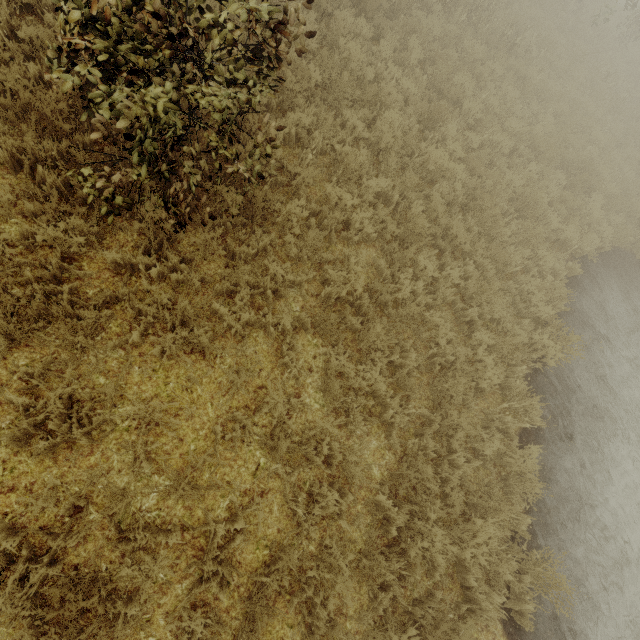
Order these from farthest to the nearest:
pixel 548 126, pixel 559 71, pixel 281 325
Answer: pixel 559 71, pixel 548 126, pixel 281 325
